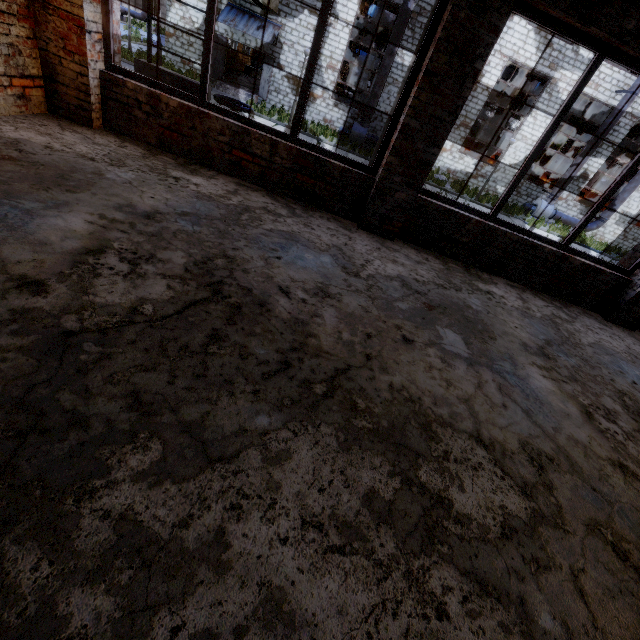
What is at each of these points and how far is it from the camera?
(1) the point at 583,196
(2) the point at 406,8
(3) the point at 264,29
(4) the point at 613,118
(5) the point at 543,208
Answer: (1) cable machine, 24.8 meters
(2) pipe, 16.6 meters
(3) awning, 17.9 meters
(4) pipe, 18.5 meters
(5) fan motor, 21.4 meters

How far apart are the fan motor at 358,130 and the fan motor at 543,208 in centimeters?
1131cm

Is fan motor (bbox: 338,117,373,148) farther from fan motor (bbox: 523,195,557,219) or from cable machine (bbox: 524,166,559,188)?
cable machine (bbox: 524,166,559,188)

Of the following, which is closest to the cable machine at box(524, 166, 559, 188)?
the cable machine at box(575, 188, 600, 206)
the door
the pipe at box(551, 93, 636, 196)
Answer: the cable machine at box(575, 188, 600, 206)

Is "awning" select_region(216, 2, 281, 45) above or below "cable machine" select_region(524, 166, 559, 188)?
above

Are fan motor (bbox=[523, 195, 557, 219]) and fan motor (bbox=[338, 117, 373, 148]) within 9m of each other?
no

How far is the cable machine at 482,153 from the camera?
23.61m

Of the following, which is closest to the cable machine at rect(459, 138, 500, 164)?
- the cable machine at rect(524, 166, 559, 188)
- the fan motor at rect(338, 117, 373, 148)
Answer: the fan motor at rect(338, 117, 373, 148)
